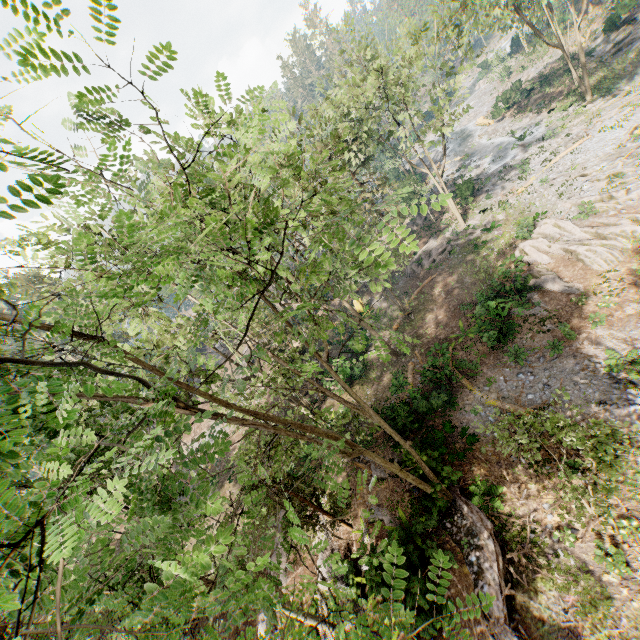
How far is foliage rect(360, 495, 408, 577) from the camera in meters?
3.3

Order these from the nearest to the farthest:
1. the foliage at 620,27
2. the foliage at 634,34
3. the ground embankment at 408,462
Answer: the ground embankment at 408,462 → the foliage at 634,34 → the foliage at 620,27

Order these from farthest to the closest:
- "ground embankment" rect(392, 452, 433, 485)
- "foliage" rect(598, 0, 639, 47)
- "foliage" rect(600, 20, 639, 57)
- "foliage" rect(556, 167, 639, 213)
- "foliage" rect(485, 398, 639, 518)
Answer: "foliage" rect(598, 0, 639, 47), "foliage" rect(600, 20, 639, 57), "foliage" rect(556, 167, 639, 213), "ground embankment" rect(392, 452, 433, 485), "foliage" rect(485, 398, 639, 518)

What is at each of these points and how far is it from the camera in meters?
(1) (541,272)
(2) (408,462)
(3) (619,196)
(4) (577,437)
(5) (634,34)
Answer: (1) foliage, 21.2 m
(2) ground embankment, 16.6 m
(3) foliage, 20.7 m
(4) foliage, 9.0 m
(5) foliage, 32.6 m

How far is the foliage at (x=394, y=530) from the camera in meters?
Answer: 3.3

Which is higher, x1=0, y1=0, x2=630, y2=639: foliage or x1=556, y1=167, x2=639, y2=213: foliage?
x1=0, y1=0, x2=630, y2=639: foliage
